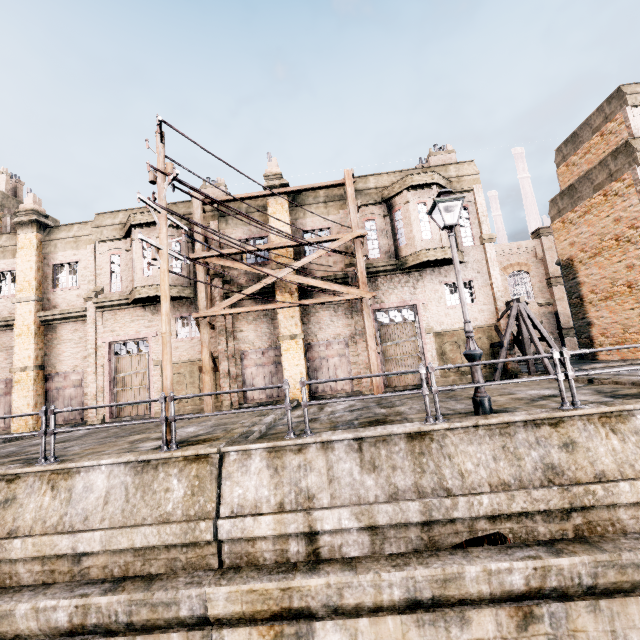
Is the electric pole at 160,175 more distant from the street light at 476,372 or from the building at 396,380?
the street light at 476,372

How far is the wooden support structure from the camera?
15.52m

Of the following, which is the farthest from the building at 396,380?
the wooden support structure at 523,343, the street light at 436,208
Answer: the street light at 436,208

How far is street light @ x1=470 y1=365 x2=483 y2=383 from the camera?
7.74m

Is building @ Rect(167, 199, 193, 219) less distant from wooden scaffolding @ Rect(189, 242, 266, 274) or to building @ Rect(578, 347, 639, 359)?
wooden scaffolding @ Rect(189, 242, 266, 274)

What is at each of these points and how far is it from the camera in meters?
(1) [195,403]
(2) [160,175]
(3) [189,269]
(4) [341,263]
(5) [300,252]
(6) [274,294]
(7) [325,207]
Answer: (1) building, 18.0
(2) electric pole, 9.4
(3) building, 18.8
(4) building, 18.4
(5) building, 18.6
(6) building, 18.3
(7) building, 18.8

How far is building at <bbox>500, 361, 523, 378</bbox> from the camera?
16.6m

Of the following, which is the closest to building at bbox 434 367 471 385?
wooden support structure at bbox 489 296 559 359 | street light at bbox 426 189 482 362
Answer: wooden support structure at bbox 489 296 559 359
